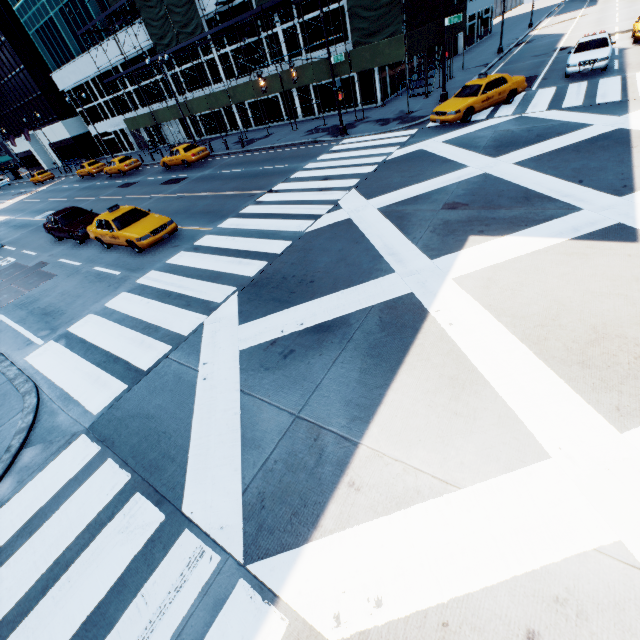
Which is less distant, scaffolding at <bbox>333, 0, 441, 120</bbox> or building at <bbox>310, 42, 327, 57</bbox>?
scaffolding at <bbox>333, 0, 441, 120</bbox>

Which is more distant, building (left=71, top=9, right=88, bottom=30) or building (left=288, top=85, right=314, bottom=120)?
building (left=71, top=9, right=88, bottom=30)

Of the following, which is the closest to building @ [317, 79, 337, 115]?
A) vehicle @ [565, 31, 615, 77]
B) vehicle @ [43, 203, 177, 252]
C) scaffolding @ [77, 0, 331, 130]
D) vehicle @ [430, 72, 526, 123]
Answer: scaffolding @ [77, 0, 331, 130]

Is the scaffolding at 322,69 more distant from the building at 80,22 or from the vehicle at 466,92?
the vehicle at 466,92

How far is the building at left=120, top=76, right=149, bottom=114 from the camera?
38.2 meters

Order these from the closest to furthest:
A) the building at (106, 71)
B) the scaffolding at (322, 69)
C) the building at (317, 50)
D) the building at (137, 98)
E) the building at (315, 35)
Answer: the scaffolding at (322, 69) < the building at (315, 35) < the building at (317, 50) < the building at (106, 71) < the building at (137, 98)

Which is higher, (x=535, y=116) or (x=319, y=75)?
(x=319, y=75)

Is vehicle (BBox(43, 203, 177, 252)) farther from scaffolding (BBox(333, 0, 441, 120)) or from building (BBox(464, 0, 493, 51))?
building (BBox(464, 0, 493, 51))
